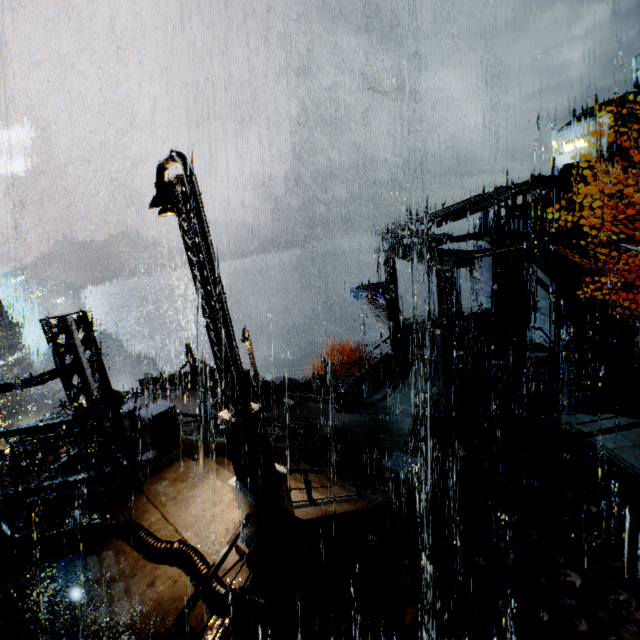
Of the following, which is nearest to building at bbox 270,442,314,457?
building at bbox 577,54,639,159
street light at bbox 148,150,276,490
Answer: street light at bbox 148,150,276,490

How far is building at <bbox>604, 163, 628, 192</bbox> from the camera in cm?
1415

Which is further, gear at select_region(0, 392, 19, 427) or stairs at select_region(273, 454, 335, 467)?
gear at select_region(0, 392, 19, 427)

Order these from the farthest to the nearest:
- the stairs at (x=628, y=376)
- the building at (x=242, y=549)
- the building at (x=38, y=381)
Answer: the stairs at (x=628, y=376) < the building at (x=38, y=381) < the building at (x=242, y=549)

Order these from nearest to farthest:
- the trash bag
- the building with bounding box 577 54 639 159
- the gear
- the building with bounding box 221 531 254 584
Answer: the building with bounding box 221 531 254 584 → the trash bag → the gear → the building with bounding box 577 54 639 159

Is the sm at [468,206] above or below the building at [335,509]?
above

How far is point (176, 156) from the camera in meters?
4.8 m

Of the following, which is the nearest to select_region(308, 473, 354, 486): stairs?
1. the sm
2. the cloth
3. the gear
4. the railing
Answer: the railing
